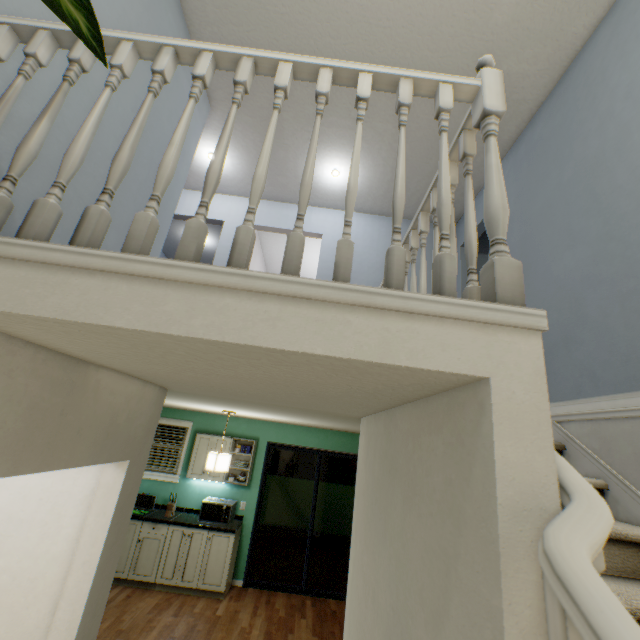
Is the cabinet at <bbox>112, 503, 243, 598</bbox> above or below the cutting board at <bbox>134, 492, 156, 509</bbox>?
below

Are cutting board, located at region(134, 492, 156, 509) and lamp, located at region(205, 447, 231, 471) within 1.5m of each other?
no

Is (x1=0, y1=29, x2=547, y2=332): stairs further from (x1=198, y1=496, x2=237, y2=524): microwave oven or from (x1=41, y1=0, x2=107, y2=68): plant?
(x1=198, y1=496, x2=237, y2=524): microwave oven

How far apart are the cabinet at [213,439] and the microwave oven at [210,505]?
0.30m

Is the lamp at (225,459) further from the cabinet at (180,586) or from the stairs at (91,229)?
the stairs at (91,229)

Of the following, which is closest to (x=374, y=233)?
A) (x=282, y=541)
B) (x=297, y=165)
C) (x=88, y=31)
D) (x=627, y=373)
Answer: (x=297, y=165)

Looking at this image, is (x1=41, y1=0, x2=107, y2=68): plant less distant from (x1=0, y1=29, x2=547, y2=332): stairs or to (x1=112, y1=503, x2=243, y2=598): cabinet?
(x1=0, y1=29, x2=547, y2=332): stairs

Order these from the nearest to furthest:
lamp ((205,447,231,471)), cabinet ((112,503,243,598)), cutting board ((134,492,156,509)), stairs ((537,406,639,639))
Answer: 1. stairs ((537,406,639,639))
2. lamp ((205,447,231,471))
3. cabinet ((112,503,243,598))
4. cutting board ((134,492,156,509))
